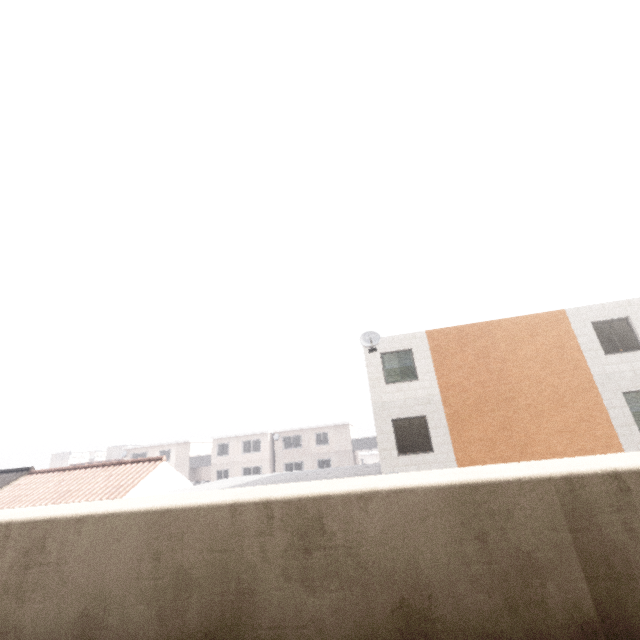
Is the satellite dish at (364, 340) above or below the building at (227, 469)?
above

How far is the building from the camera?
37.8 meters

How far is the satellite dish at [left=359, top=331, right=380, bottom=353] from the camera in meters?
14.6 m

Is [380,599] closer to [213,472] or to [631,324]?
[631,324]

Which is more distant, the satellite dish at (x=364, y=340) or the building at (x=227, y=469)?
the building at (x=227, y=469)

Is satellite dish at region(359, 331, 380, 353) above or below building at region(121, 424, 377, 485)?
above

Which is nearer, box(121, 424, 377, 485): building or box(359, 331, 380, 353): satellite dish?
box(359, 331, 380, 353): satellite dish
